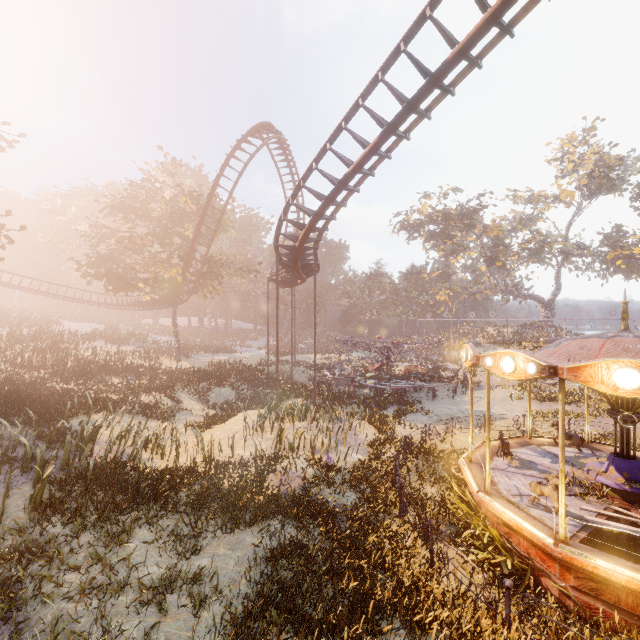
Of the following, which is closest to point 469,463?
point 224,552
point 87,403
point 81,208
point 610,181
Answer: point 224,552

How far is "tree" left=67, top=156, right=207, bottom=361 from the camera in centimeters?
2978cm

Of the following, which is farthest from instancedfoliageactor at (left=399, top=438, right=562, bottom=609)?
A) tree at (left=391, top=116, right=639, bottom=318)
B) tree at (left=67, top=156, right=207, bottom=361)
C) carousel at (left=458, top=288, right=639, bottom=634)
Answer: tree at (left=391, top=116, right=639, bottom=318)

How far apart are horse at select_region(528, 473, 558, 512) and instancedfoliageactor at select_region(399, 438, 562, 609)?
1.05m

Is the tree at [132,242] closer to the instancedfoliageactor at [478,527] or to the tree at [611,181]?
the instancedfoliageactor at [478,527]

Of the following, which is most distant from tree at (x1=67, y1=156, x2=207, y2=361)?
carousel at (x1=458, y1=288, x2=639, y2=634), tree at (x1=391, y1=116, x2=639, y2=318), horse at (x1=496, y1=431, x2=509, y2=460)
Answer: tree at (x1=391, y1=116, x2=639, y2=318)

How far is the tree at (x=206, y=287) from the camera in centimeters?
3212cm

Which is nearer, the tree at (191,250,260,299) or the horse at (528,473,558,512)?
the horse at (528,473,558,512)
